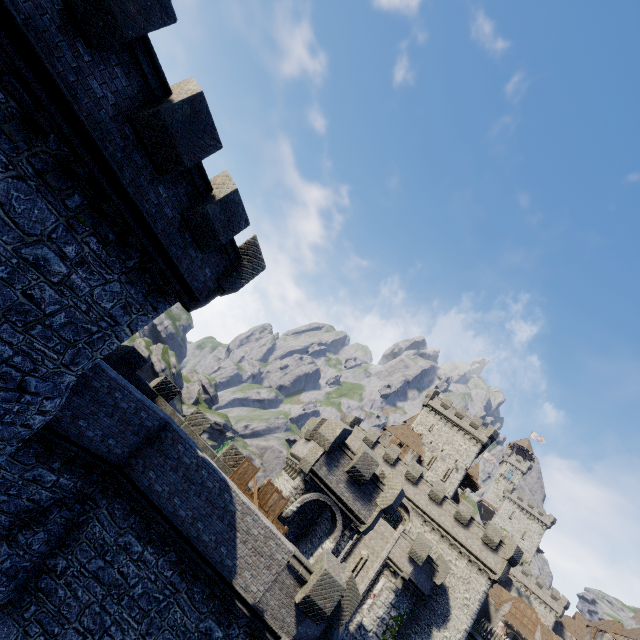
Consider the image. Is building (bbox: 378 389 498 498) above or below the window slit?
above

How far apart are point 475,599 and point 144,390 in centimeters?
3525cm

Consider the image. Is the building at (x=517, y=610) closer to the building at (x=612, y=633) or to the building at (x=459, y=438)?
the building at (x=612, y=633)

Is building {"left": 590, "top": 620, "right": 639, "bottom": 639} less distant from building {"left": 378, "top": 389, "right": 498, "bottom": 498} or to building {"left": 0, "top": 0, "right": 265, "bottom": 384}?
building {"left": 378, "top": 389, "right": 498, "bottom": 498}

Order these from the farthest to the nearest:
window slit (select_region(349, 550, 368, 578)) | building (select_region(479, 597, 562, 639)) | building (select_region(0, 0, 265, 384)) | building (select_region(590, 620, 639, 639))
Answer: building (select_region(479, 597, 562, 639))
building (select_region(590, 620, 639, 639))
window slit (select_region(349, 550, 368, 578))
building (select_region(0, 0, 265, 384))

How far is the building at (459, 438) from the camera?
47.4m

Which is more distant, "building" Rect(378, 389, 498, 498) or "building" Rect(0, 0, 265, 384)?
"building" Rect(378, 389, 498, 498)

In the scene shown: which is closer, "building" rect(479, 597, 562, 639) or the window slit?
the window slit
